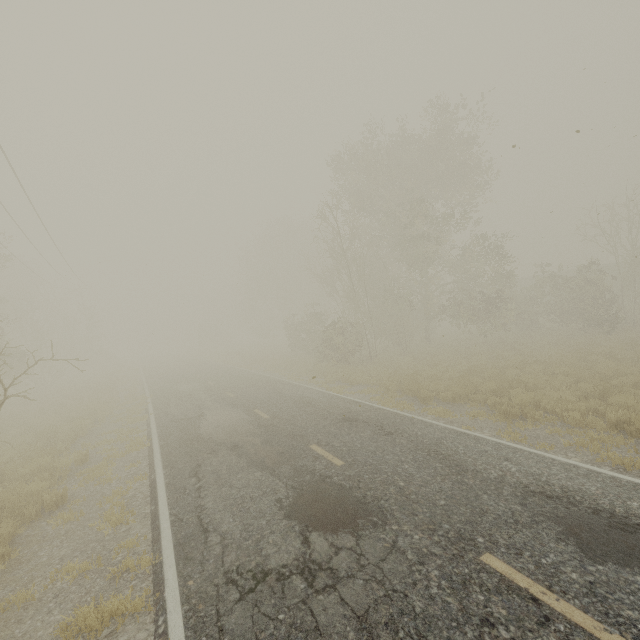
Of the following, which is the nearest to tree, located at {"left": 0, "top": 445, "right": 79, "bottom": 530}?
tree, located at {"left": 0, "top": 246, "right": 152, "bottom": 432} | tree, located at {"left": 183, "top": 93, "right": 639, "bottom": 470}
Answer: tree, located at {"left": 183, "top": 93, "right": 639, "bottom": 470}

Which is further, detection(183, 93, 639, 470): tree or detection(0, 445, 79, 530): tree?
detection(183, 93, 639, 470): tree

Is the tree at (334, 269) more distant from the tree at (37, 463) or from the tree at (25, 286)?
the tree at (25, 286)

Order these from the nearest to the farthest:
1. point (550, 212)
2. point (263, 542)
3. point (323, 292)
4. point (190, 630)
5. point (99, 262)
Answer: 1. point (190, 630)
2. point (263, 542)
3. point (550, 212)
4. point (99, 262)
5. point (323, 292)

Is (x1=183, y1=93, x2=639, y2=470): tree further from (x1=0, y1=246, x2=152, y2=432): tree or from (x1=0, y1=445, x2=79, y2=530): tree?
(x1=0, y1=246, x2=152, y2=432): tree

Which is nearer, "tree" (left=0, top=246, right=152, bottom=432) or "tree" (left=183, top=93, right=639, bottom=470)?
"tree" (left=183, top=93, right=639, bottom=470)
